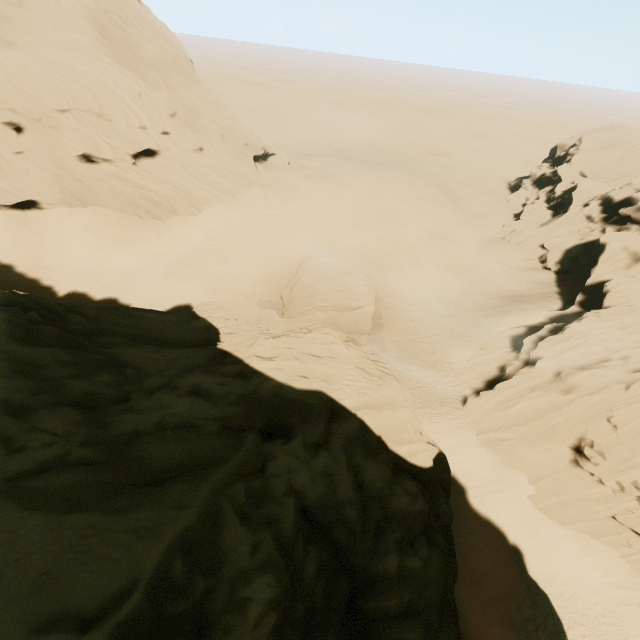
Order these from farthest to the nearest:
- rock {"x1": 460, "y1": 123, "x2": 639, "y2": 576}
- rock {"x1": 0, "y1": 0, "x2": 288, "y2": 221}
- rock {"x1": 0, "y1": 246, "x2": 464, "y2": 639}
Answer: rock {"x1": 0, "y1": 0, "x2": 288, "y2": 221} < rock {"x1": 460, "y1": 123, "x2": 639, "y2": 576} < rock {"x1": 0, "y1": 246, "x2": 464, "y2": 639}

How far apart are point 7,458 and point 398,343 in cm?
2785

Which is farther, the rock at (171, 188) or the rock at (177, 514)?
the rock at (171, 188)

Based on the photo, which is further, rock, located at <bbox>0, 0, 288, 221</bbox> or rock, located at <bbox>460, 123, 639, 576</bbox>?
rock, located at <bbox>0, 0, 288, 221</bbox>

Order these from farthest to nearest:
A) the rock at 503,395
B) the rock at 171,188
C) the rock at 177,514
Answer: the rock at 171,188, the rock at 503,395, the rock at 177,514
